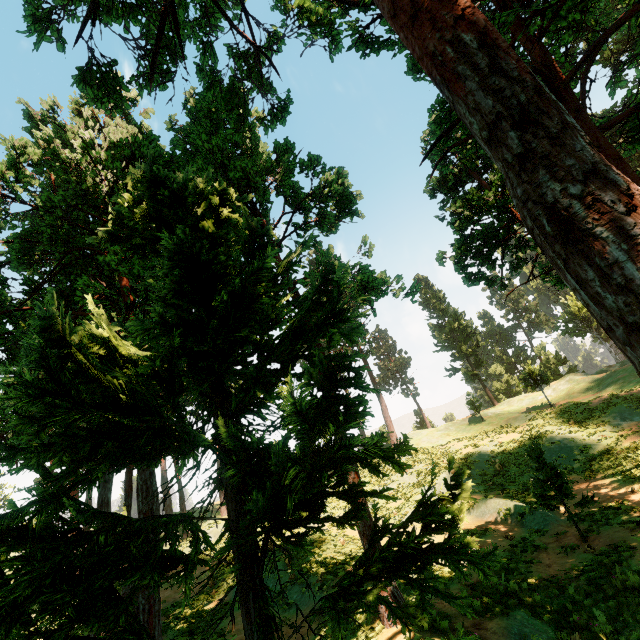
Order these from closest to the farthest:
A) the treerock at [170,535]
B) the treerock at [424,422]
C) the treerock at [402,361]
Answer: the treerock at [170,535] → the treerock at [424,422] → the treerock at [402,361]

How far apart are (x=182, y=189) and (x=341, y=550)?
18.9 meters

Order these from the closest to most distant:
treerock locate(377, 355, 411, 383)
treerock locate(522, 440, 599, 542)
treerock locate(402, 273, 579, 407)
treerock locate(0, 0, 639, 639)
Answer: treerock locate(0, 0, 639, 639) < treerock locate(522, 440, 599, 542) < treerock locate(402, 273, 579, 407) < treerock locate(377, 355, 411, 383)

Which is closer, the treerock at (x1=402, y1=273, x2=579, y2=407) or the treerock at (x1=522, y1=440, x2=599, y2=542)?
the treerock at (x1=522, y1=440, x2=599, y2=542)

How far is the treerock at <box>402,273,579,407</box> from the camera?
36.31m

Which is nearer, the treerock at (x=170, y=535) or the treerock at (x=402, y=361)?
the treerock at (x=170, y=535)
